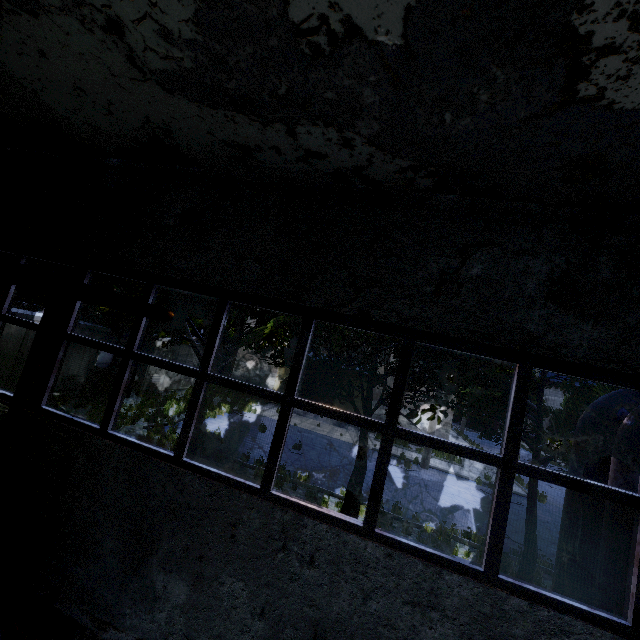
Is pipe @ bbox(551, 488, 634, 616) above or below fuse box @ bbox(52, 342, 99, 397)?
above

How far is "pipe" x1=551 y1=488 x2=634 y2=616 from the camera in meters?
3.9 m

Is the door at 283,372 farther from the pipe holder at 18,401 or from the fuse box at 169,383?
the pipe holder at 18,401

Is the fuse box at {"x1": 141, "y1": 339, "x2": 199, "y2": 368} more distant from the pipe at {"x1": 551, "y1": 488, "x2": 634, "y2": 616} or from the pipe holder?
the pipe holder

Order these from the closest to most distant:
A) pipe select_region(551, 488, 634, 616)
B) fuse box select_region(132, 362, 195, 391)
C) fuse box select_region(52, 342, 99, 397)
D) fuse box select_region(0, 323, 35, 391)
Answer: pipe select_region(551, 488, 634, 616) < fuse box select_region(0, 323, 35, 391) < fuse box select_region(52, 342, 99, 397) < fuse box select_region(132, 362, 195, 391)

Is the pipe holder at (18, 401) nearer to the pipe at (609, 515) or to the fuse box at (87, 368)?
the pipe at (609, 515)

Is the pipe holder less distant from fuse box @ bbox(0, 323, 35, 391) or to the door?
fuse box @ bbox(0, 323, 35, 391)

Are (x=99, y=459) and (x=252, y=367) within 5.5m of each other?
no
